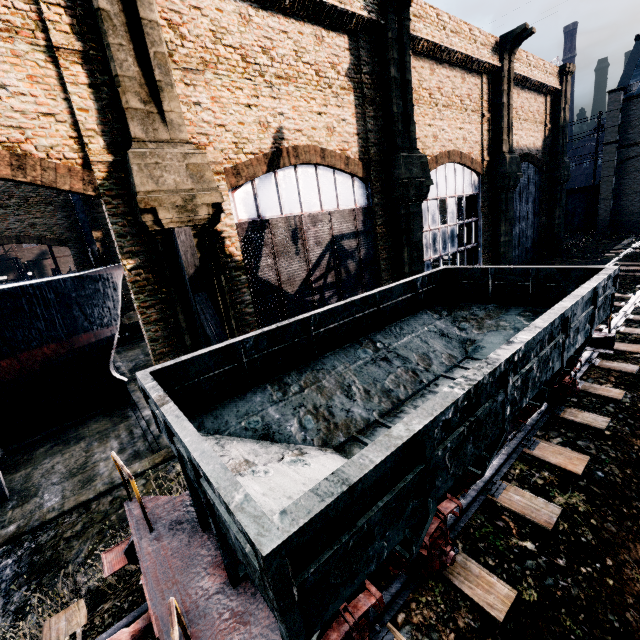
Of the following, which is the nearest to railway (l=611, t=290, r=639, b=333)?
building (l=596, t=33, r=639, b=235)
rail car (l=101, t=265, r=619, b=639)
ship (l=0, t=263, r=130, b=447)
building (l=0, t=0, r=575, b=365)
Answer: rail car (l=101, t=265, r=619, b=639)

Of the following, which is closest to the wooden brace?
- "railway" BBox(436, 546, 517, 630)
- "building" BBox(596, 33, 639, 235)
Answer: "railway" BBox(436, 546, 517, 630)

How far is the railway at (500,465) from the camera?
6.42m

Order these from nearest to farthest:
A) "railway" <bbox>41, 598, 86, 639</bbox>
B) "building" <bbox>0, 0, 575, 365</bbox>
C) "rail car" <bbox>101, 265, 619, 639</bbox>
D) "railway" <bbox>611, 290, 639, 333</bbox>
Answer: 1. "rail car" <bbox>101, 265, 619, 639</bbox>
2. "railway" <bbox>41, 598, 86, 639</bbox>
3. "building" <bbox>0, 0, 575, 365</bbox>
4. "railway" <bbox>611, 290, 639, 333</bbox>

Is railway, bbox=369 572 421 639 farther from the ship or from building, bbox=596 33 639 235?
building, bbox=596 33 639 235

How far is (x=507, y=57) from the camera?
21.7m

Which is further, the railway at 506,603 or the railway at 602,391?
the railway at 602,391

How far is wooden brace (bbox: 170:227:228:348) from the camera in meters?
9.5
